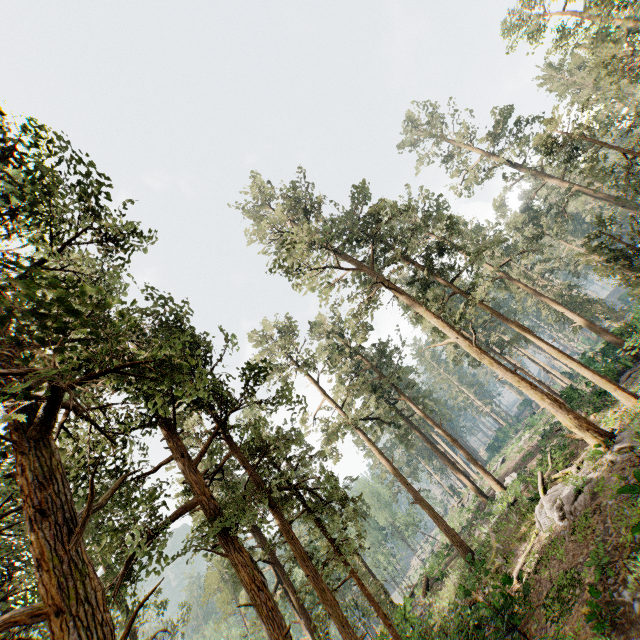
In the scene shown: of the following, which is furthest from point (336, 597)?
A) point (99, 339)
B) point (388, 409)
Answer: point (99, 339)

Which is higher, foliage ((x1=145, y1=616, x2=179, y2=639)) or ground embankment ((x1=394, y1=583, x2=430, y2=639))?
foliage ((x1=145, y1=616, x2=179, y2=639))

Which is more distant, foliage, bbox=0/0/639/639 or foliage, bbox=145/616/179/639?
foliage, bbox=145/616/179/639

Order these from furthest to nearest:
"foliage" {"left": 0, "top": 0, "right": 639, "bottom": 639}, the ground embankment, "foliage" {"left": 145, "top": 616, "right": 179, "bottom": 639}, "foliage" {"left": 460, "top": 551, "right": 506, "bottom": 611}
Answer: "foliage" {"left": 145, "top": 616, "right": 179, "bottom": 639}, the ground embankment, "foliage" {"left": 460, "top": 551, "right": 506, "bottom": 611}, "foliage" {"left": 0, "top": 0, "right": 639, "bottom": 639}

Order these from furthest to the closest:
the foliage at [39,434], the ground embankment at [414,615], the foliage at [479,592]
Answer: the ground embankment at [414,615] < the foliage at [479,592] < the foliage at [39,434]

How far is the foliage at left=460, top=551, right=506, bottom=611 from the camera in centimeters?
1197cm

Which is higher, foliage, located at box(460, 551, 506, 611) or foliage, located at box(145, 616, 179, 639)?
foliage, located at box(145, 616, 179, 639)

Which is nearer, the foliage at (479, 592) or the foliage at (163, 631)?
the foliage at (479, 592)
